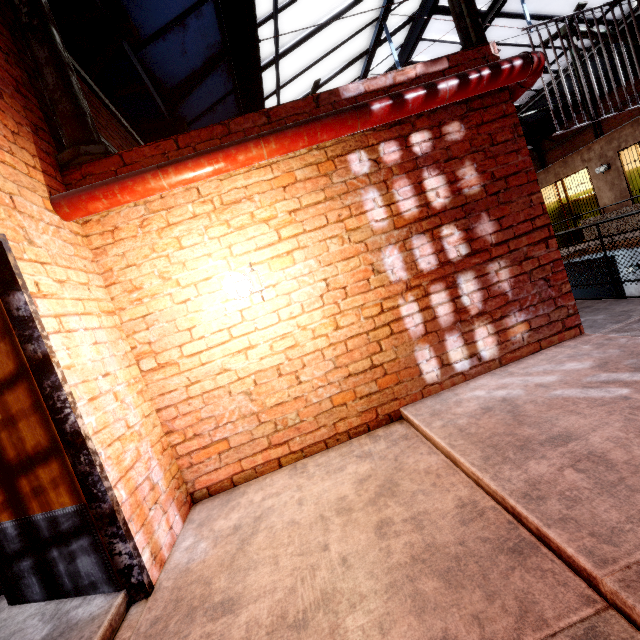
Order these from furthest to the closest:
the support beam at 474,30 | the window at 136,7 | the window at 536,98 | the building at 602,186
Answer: the window at 536,98
the building at 602,186
the window at 136,7
the support beam at 474,30

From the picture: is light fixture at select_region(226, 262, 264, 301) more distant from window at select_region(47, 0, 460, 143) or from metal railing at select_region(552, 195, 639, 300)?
metal railing at select_region(552, 195, 639, 300)

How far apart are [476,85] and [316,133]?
1.4m

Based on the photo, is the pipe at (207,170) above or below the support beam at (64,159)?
below

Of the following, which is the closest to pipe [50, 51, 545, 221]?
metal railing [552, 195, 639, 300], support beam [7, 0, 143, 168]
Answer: support beam [7, 0, 143, 168]

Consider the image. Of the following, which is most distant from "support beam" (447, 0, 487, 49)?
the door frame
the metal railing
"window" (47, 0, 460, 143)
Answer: the metal railing

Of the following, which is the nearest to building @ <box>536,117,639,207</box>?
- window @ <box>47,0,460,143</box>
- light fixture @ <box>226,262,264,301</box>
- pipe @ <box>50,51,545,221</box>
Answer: pipe @ <box>50,51,545,221</box>

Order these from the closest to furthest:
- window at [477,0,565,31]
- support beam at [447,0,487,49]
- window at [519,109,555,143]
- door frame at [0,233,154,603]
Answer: door frame at [0,233,154,603], support beam at [447,0,487,49], window at [477,0,565,31], window at [519,109,555,143]
